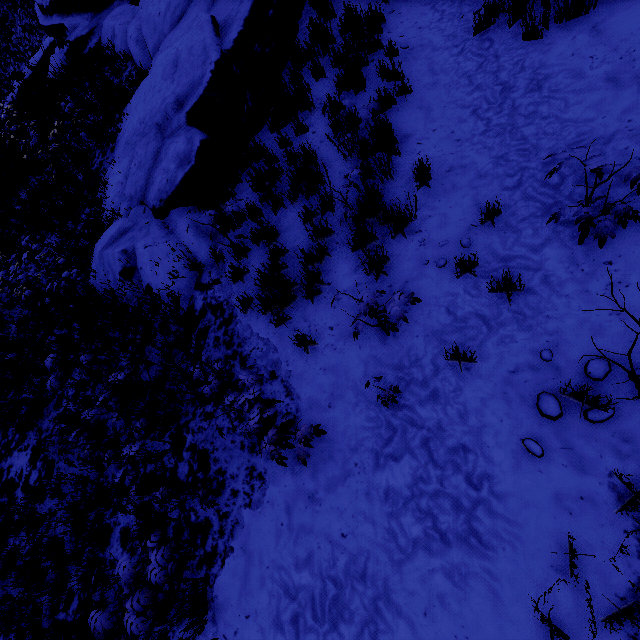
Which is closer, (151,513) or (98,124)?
(151,513)
